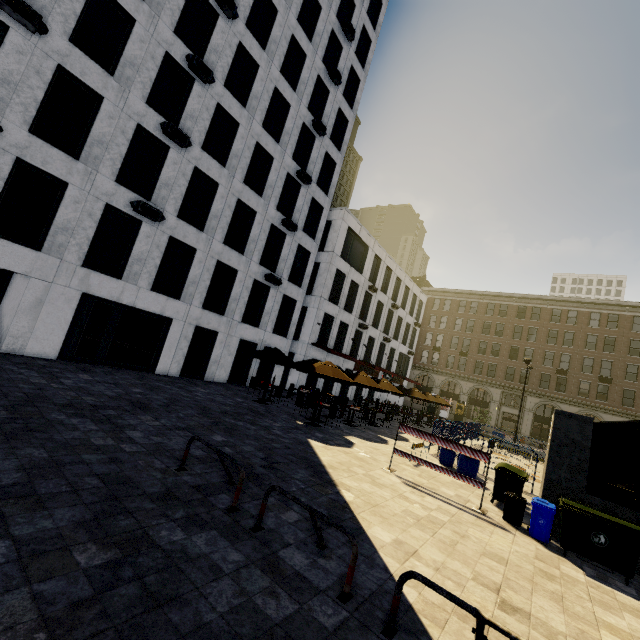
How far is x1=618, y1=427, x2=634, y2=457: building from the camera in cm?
3634

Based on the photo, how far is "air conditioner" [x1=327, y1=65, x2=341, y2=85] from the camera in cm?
2319

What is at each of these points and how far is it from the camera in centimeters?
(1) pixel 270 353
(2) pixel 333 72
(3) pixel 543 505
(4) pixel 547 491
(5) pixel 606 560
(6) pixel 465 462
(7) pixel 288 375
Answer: (1) umbrella, 1623cm
(2) air conditioner, 2320cm
(3) trash bin, 783cm
(4) underground building, 852cm
(5) dumpster, 677cm
(6) barrel, 1220cm
(7) building, 2644cm

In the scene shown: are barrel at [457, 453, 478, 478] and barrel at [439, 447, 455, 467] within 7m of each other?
yes

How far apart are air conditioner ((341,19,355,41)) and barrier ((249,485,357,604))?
30.8 meters

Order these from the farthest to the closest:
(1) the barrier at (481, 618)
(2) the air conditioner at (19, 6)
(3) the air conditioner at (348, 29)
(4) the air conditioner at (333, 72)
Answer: (3) the air conditioner at (348, 29)
(4) the air conditioner at (333, 72)
(2) the air conditioner at (19, 6)
(1) the barrier at (481, 618)

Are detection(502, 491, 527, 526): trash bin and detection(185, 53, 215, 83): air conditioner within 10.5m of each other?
no

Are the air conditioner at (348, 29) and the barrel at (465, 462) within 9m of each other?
no
